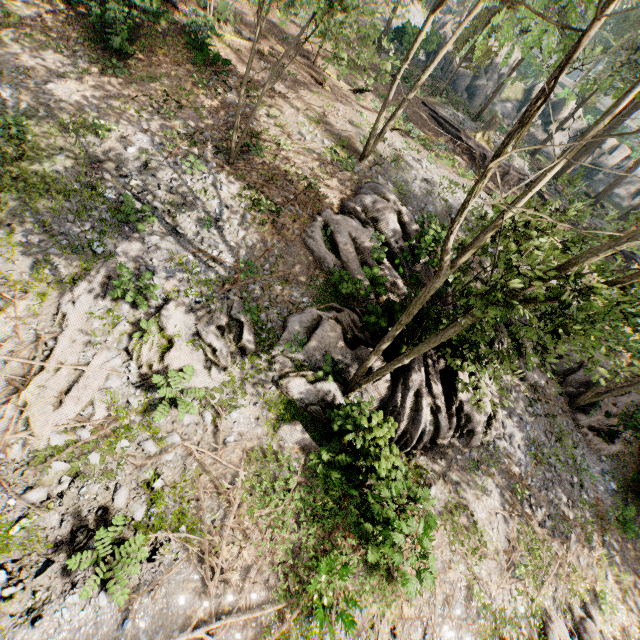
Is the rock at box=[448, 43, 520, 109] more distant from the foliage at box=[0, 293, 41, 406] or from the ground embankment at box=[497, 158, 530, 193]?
the ground embankment at box=[497, 158, 530, 193]

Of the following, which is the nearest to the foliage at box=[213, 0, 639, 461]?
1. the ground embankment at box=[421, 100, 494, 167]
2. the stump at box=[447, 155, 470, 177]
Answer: the ground embankment at box=[421, 100, 494, 167]

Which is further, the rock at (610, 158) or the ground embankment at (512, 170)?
the rock at (610, 158)

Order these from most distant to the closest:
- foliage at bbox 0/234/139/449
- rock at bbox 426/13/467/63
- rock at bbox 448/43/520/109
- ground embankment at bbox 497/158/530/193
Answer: rock at bbox 448/43/520/109 < rock at bbox 426/13/467/63 < ground embankment at bbox 497/158/530/193 < foliage at bbox 0/234/139/449

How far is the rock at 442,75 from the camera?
32.5 meters

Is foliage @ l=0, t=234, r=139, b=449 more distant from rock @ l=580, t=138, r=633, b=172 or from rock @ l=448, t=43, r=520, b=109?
rock @ l=580, t=138, r=633, b=172

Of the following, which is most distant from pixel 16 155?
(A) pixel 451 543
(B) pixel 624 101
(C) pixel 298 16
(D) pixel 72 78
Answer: (C) pixel 298 16

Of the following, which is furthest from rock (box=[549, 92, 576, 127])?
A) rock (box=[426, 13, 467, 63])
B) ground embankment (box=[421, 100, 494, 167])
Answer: ground embankment (box=[421, 100, 494, 167])
